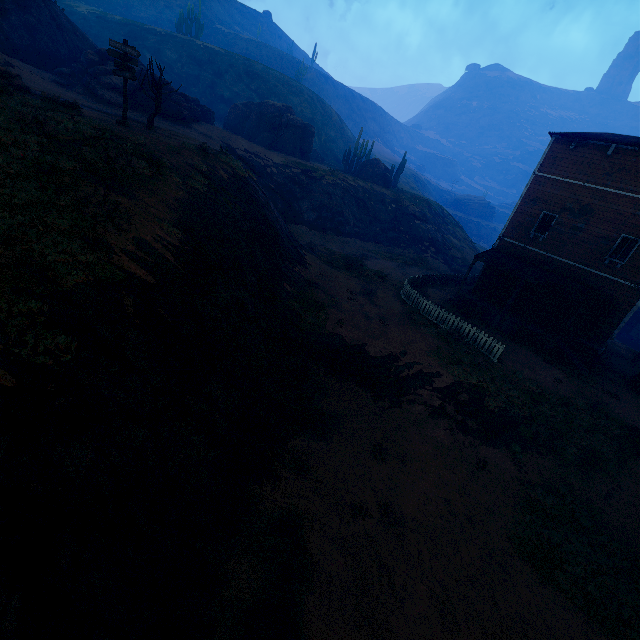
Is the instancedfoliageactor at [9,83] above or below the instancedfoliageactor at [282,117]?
below

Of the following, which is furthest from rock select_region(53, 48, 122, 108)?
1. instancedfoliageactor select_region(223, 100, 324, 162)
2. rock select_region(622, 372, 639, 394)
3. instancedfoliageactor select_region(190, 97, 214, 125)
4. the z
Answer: rock select_region(622, 372, 639, 394)

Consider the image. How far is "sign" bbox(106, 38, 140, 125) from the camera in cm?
1416

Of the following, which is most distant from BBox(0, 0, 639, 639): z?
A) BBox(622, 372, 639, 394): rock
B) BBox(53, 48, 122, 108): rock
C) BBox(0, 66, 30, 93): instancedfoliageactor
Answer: BBox(0, 66, 30, 93): instancedfoliageactor

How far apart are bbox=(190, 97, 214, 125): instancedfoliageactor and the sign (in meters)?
21.90

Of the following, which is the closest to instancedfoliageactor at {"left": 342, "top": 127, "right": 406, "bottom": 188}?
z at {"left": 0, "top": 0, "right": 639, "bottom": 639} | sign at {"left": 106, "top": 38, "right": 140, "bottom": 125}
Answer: z at {"left": 0, "top": 0, "right": 639, "bottom": 639}

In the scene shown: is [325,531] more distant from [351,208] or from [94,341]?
[351,208]

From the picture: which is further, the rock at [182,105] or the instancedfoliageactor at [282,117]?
the instancedfoliageactor at [282,117]
